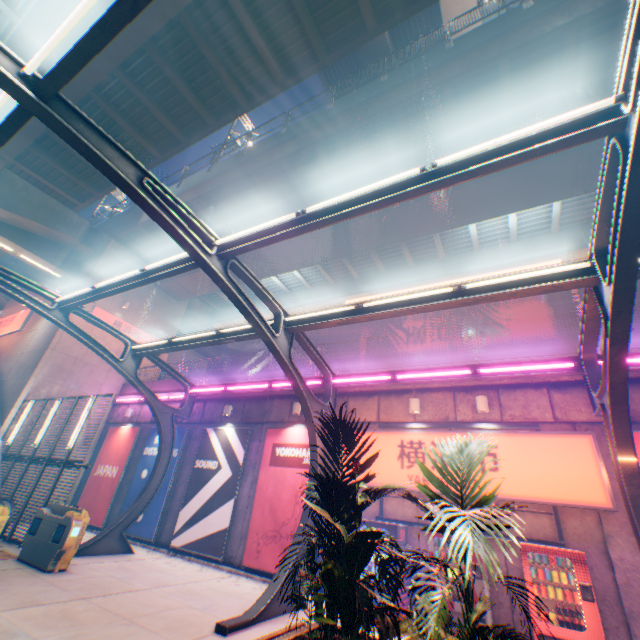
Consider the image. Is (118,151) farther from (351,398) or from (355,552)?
(351,398)

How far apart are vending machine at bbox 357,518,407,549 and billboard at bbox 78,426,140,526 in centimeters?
1233cm

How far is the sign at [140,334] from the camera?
18.6m

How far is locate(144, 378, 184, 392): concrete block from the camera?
16.5m

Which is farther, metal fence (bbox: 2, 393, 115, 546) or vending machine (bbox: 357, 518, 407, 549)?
metal fence (bbox: 2, 393, 115, 546)

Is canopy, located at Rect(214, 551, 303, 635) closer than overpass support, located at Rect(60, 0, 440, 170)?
Yes

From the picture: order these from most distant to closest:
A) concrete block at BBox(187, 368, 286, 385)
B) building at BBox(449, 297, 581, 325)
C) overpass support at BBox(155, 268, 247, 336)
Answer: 1. building at BBox(449, 297, 581, 325)
2. overpass support at BBox(155, 268, 247, 336)
3. concrete block at BBox(187, 368, 286, 385)

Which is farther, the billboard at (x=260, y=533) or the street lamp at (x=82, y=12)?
the billboard at (x=260, y=533)
